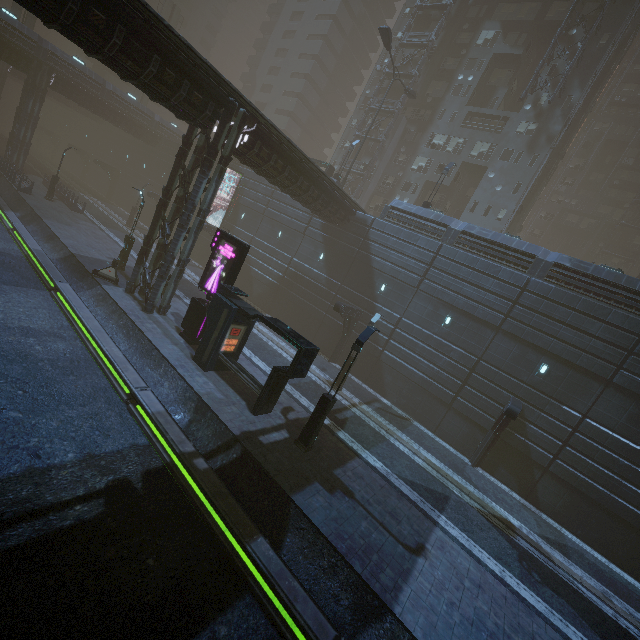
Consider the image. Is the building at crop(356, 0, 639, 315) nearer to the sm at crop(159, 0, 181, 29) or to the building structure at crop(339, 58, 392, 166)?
the building structure at crop(339, 58, 392, 166)

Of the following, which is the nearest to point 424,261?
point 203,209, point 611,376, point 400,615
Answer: point 611,376

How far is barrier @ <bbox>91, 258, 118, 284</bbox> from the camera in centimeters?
1952cm

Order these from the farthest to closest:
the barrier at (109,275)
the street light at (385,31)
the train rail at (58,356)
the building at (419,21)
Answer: the building at (419,21), the street light at (385,31), the barrier at (109,275), the train rail at (58,356)

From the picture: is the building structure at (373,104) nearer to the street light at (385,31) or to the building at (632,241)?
the building at (632,241)

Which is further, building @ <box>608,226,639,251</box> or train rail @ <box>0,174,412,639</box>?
building @ <box>608,226,639,251</box>

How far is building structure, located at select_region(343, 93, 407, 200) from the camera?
39.0m

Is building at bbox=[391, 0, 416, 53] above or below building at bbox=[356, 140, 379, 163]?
above
